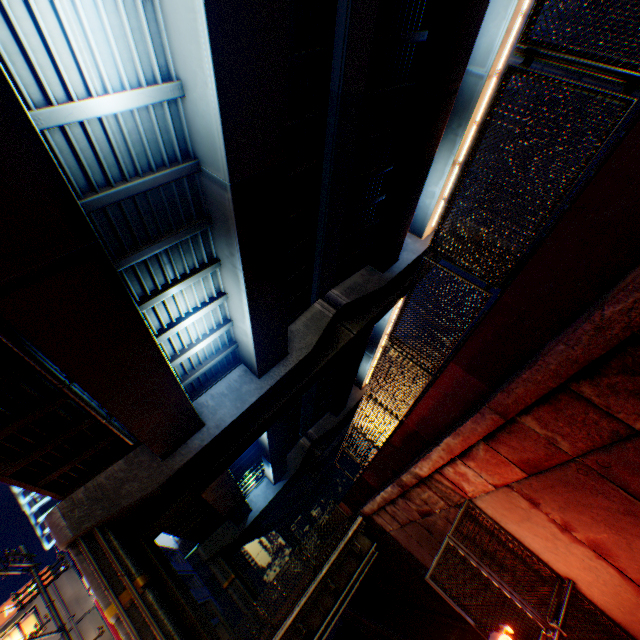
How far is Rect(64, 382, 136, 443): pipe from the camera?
8.91m

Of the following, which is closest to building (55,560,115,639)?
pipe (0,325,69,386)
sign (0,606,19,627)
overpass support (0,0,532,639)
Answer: sign (0,606,19,627)

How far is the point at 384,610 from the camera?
24.5m

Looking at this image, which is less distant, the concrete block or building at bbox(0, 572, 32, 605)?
the concrete block

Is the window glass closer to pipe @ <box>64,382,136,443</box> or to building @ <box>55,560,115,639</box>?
building @ <box>55,560,115,639</box>

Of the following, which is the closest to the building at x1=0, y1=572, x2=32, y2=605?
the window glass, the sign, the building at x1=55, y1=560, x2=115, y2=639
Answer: the building at x1=55, y1=560, x2=115, y2=639

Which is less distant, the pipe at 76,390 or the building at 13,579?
the pipe at 76,390

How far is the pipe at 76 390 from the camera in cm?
891
